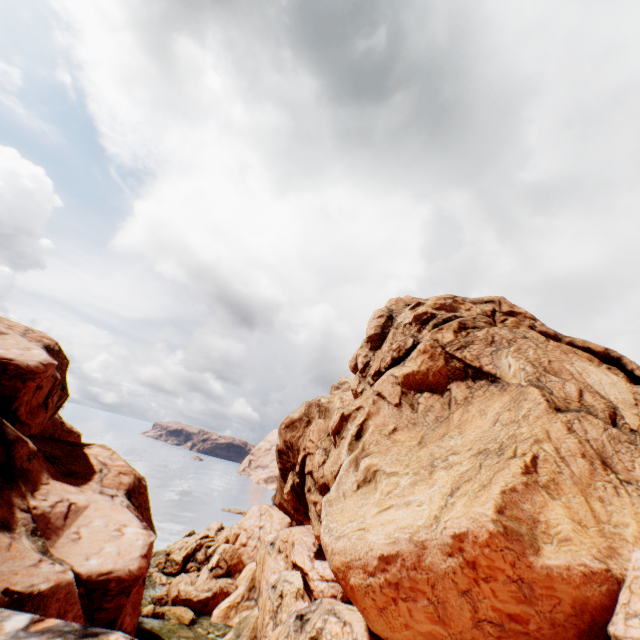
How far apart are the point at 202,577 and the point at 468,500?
41.3 meters
